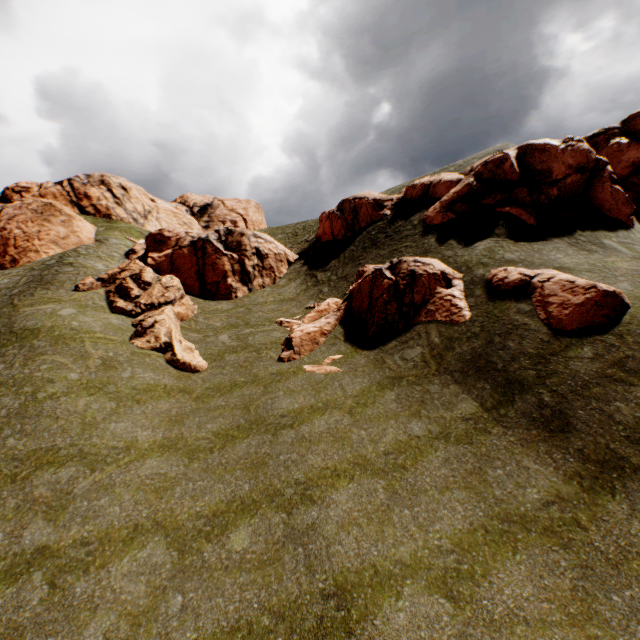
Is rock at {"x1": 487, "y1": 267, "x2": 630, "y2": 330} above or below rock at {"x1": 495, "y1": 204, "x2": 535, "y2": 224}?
below

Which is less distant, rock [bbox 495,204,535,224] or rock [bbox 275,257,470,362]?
rock [bbox 275,257,470,362]

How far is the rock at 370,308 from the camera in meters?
15.7 m

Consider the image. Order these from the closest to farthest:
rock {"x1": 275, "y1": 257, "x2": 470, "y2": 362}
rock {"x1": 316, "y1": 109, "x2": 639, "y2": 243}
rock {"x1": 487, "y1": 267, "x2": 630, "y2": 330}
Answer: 1. rock {"x1": 487, "y1": 267, "x2": 630, "y2": 330}
2. rock {"x1": 275, "y1": 257, "x2": 470, "y2": 362}
3. rock {"x1": 316, "y1": 109, "x2": 639, "y2": 243}

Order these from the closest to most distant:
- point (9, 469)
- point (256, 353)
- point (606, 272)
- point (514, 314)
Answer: point (9, 469)
point (514, 314)
point (606, 272)
point (256, 353)

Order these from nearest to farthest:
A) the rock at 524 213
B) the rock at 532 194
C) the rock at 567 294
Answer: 1. the rock at 567 294
2. the rock at 524 213
3. the rock at 532 194
